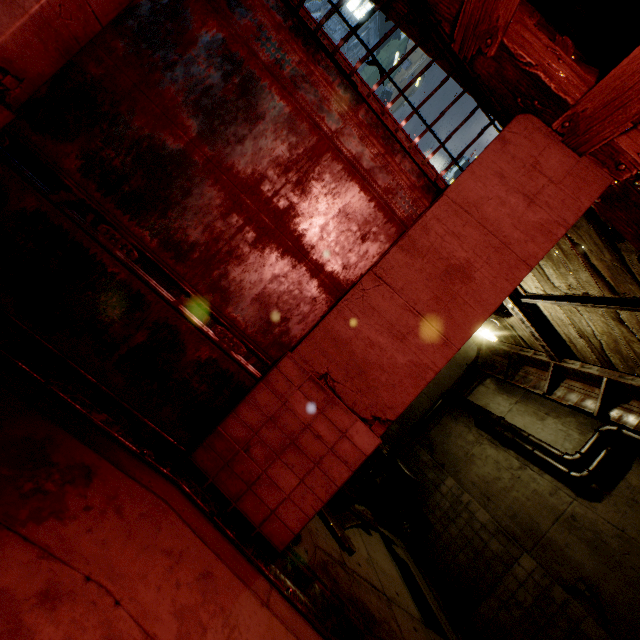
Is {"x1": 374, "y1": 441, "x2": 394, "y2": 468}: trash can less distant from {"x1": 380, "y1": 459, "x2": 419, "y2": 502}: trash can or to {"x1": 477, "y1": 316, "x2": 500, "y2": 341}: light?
{"x1": 380, "y1": 459, "x2": 419, "y2": 502}: trash can

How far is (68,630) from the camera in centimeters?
160cm

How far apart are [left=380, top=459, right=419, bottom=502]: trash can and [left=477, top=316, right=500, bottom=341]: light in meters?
4.1

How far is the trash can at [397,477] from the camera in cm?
857

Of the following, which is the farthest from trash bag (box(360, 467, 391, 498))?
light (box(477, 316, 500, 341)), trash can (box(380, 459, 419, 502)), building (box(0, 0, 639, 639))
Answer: A: light (box(477, 316, 500, 341))

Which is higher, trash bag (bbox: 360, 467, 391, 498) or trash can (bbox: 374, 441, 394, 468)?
trash can (bbox: 374, 441, 394, 468)

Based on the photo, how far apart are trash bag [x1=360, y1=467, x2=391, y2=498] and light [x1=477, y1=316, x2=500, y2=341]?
4.3m

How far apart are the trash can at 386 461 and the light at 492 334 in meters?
4.0
